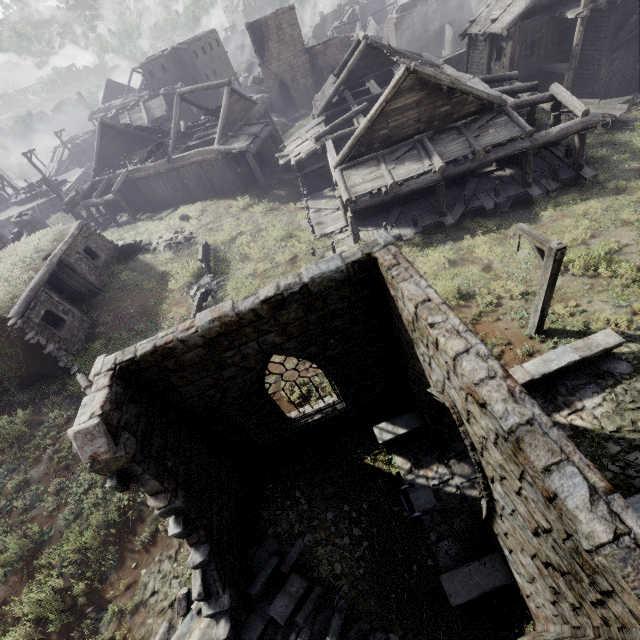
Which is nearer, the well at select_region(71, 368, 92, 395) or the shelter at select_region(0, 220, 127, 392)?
the well at select_region(71, 368, 92, 395)

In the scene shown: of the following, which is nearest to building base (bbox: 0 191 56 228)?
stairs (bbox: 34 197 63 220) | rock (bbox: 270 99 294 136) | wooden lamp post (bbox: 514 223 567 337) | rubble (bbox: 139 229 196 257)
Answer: stairs (bbox: 34 197 63 220)

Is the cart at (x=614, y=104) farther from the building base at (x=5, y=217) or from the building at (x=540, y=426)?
the building base at (x=5, y=217)

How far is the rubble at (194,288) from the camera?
16.3 meters

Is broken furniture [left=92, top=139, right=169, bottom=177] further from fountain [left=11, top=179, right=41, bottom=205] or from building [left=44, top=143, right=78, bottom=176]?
fountain [left=11, top=179, right=41, bottom=205]

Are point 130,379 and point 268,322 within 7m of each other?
yes

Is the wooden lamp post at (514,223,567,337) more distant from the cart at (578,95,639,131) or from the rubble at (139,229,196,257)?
the rubble at (139,229,196,257)

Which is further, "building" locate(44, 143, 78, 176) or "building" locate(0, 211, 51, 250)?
"building" locate(44, 143, 78, 176)
